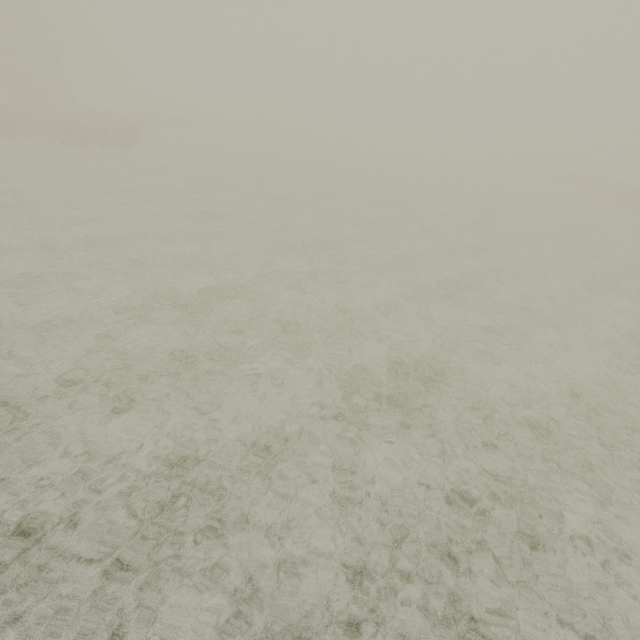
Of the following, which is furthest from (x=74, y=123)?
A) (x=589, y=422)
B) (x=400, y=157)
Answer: (x=400, y=157)
